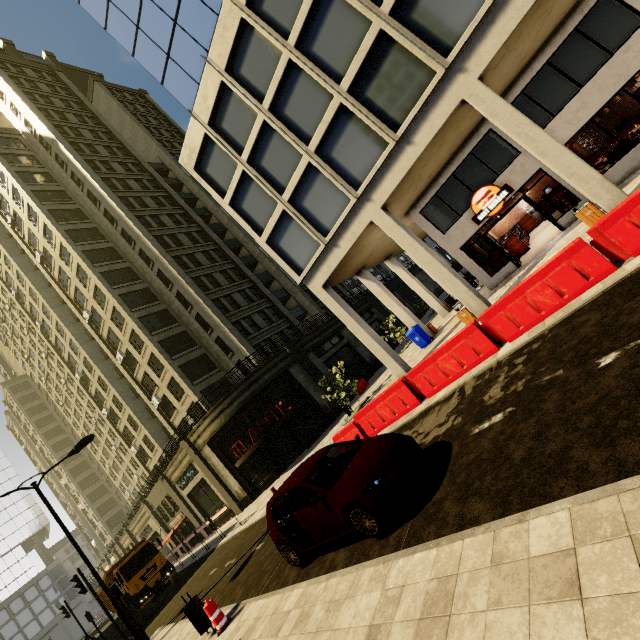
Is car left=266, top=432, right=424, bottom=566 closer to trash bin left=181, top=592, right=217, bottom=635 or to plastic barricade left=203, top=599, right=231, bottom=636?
plastic barricade left=203, top=599, right=231, bottom=636

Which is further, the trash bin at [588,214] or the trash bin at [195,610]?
the trash bin at [588,214]

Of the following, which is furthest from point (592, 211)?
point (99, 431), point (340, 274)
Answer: point (99, 431)

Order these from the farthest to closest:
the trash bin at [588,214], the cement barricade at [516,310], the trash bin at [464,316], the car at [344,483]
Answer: the trash bin at [464,316], the trash bin at [588,214], the cement barricade at [516,310], the car at [344,483]

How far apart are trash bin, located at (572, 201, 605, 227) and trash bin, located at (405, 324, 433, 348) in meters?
9.0

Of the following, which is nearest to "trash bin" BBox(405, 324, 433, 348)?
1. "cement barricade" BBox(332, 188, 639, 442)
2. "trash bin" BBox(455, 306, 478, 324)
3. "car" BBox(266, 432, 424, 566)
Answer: "trash bin" BBox(455, 306, 478, 324)

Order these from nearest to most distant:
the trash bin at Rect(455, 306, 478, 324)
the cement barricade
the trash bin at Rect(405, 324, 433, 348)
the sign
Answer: the cement barricade < the trash bin at Rect(455, 306, 478, 324) < the trash bin at Rect(405, 324, 433, 348) < the sign

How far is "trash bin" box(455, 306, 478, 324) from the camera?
12.77m
